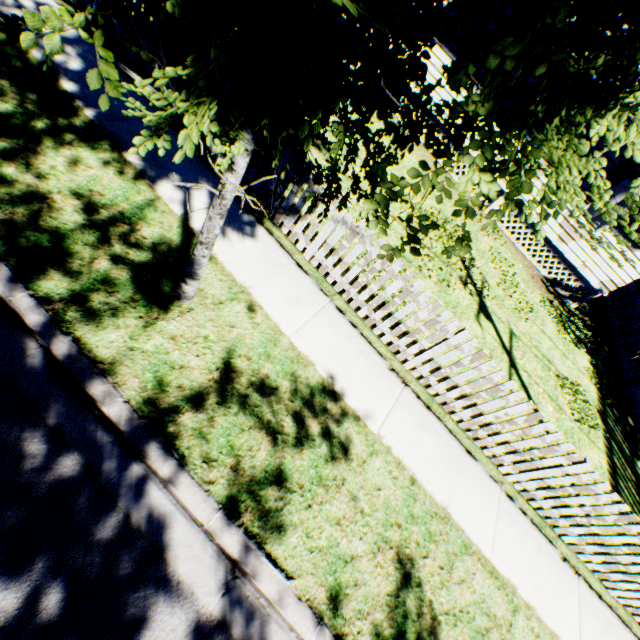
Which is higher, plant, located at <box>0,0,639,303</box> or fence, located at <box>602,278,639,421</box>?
plant, located at <box>0,0,639,303</box>

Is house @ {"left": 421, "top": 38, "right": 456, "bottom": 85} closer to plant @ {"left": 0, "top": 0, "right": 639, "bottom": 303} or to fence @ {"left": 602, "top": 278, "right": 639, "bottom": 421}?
plant @ {"left": 0, "top": 0, "right": 639, "bottom": 303}

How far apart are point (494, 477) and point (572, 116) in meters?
5.2

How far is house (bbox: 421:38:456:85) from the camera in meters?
11.0

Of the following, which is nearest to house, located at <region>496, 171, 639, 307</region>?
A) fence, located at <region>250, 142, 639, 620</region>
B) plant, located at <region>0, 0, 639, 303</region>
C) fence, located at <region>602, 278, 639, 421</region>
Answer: plant, located at <region>0, 0, 639, 303</region>

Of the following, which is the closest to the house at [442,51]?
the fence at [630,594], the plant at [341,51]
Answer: the plant at [341,51]

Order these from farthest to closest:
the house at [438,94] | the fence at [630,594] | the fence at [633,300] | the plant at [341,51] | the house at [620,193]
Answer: the house at [438,94]
the fence at [633,300]
the house at [620,193]
the fence at [630,594]
the plant at [341,51]
